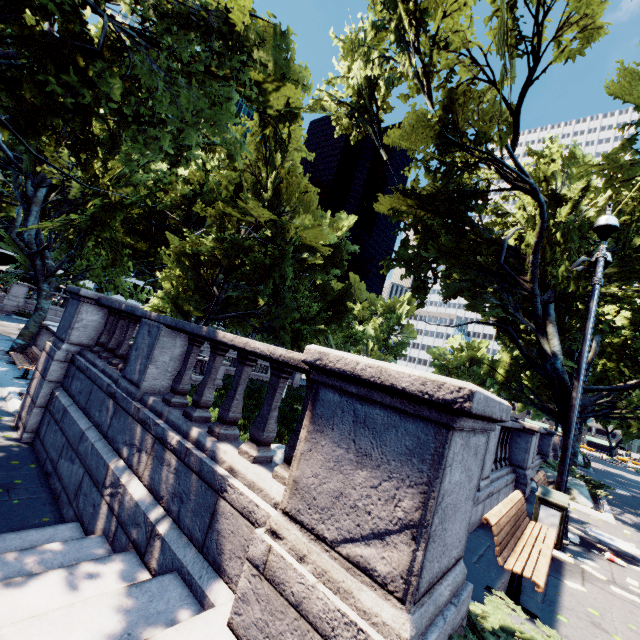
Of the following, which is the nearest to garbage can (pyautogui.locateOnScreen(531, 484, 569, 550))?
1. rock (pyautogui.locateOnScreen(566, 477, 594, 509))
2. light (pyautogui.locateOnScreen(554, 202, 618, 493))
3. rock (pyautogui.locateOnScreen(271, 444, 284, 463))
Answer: light (pyautogui.locateOnScreen(554, 202, 618, 493))

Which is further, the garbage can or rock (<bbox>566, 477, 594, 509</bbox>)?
rock (<bbox>566, 477, 594, 509</bbox>)

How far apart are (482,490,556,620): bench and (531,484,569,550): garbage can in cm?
50

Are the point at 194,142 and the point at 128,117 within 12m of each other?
yes

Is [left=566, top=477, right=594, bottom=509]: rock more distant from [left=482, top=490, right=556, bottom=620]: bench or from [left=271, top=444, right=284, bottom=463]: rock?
[left=271, top=444, right=284, bottom=463]: rock

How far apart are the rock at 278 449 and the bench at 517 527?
7.23m

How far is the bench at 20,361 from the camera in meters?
12.1 m

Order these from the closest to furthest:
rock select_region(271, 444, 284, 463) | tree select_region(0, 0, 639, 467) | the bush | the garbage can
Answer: the bush → the garbage can → tree select_region(0, 0, 639, 467) → rock select_region(271, 444, 284, 463)
